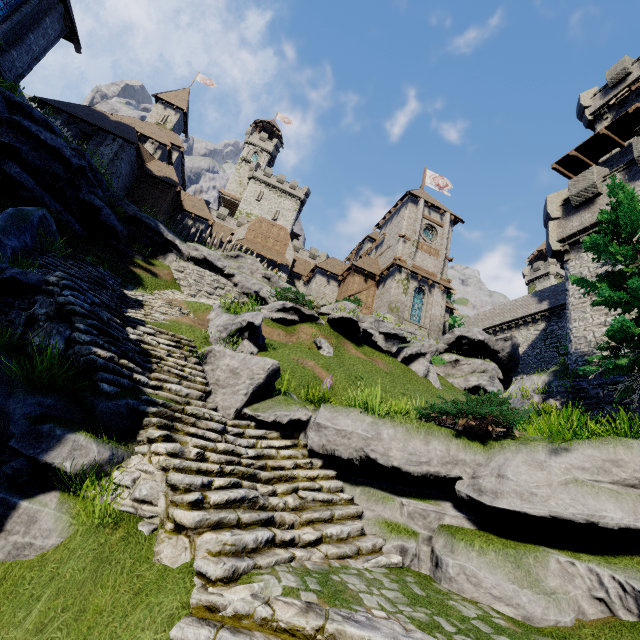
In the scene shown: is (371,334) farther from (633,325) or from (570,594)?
(570,594)

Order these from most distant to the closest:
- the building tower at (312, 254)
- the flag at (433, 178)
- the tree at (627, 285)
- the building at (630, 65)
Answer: the building tower at (312, 254)
the flag at (433, 178)
the building at (630, 65)
the tree at (627, 285)

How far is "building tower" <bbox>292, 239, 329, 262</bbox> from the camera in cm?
5075

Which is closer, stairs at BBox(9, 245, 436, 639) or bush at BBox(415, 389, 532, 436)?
stairs at BBox(9, 245, 436, 639)

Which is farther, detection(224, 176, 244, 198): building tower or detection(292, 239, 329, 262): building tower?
detection(224, 176, 244, 198): building tower

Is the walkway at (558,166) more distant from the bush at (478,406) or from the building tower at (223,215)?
the building tower at (223,215)

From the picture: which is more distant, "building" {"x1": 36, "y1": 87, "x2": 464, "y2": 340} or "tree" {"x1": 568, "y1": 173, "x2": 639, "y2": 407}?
"building" {"x1": 36, "y1": 87, "x2": 464, "y2": 340}
